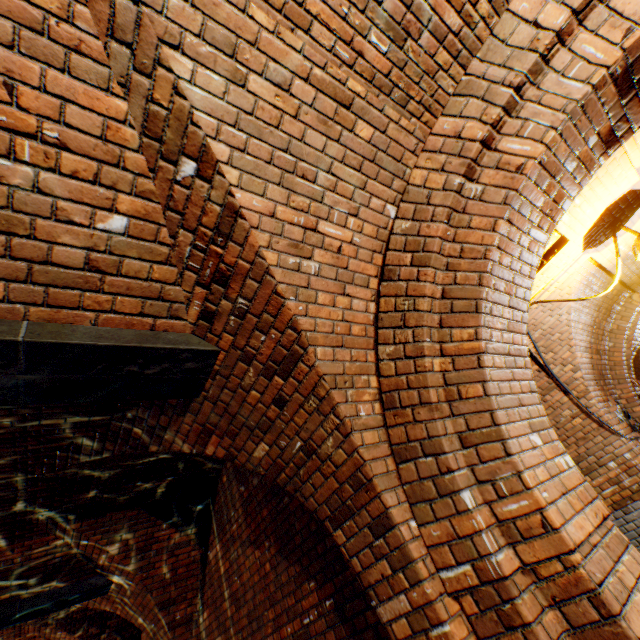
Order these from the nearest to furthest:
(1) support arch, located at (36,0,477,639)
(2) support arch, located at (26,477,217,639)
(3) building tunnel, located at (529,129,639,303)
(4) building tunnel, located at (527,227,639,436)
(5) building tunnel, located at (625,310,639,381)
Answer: (1) support arch, located at (36,0,477,639) → (3) building tunnel, located at (529,129,639,303) → (2) support arch, located at (26,477,217,639) → (4) building tunnel, located at (527,227,639,436) → (5) building tunnel, located at (625,310,639,381)

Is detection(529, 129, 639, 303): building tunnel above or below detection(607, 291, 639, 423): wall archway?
above

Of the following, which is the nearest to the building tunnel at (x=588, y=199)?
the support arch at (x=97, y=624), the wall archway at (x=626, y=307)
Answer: the wall archway at (x=626, y=307)

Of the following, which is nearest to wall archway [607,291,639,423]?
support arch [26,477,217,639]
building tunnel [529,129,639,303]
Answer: building tunnel [529,129,639,303]

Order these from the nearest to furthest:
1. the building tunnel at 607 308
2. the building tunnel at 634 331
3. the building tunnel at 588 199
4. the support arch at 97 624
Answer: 1. the building tunnel at 588 199
2. the support arch at 97 624
3. the building tunnel at 607 308
4. the building tunnel at 634 331

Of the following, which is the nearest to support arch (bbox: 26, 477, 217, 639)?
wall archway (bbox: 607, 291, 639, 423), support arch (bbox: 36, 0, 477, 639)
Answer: support arch (bbox: 36, 0, 477, 639)

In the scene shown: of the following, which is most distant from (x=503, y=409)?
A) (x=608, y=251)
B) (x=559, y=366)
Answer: (x=559, y=366)

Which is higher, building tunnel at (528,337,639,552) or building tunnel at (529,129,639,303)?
building tunnel at (529,129,639,303)
